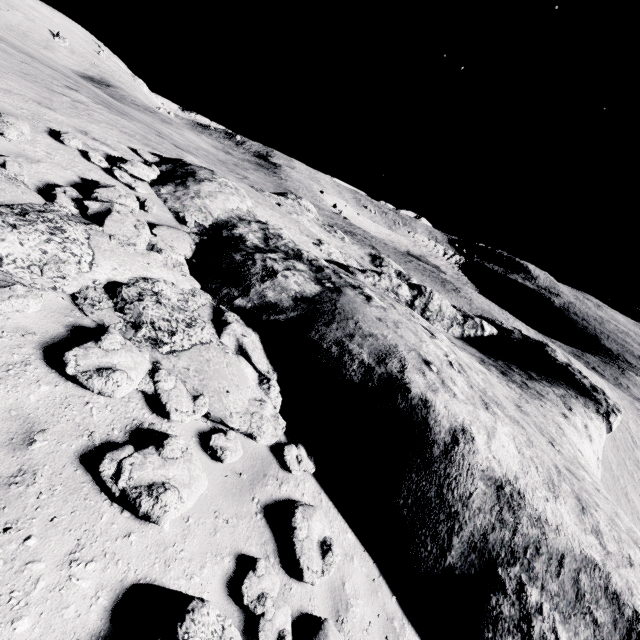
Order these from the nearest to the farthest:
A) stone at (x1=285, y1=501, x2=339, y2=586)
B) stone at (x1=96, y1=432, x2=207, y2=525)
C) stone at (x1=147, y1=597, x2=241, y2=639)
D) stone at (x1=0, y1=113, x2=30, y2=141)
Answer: stone at (x1=147, y1=597, x2=241, y2=639)
stone at (x1=96, y1=432, x2=207, y2=525)
stone at (x1=285, y1=501, x2=339, y2=586)
stone at (x1=0, y1=113, x2=30, y2=141)

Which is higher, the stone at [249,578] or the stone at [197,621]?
the stone at [197,621]

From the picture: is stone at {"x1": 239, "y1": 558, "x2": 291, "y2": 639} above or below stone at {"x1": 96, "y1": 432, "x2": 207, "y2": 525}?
below

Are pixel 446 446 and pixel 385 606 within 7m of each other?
yes

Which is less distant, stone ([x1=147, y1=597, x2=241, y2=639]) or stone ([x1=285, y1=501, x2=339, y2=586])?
stone ([x1=147, y1=597, x2=241, y2=639])

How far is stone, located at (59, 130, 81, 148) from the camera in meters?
7.8

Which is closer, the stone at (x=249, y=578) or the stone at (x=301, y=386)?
the stone at (x=249, y=578)
